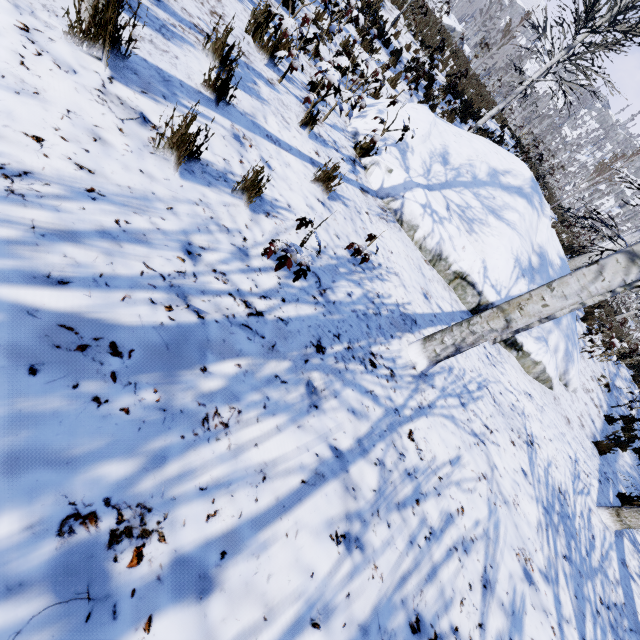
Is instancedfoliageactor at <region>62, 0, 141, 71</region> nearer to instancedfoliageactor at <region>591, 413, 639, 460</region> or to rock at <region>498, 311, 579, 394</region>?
rock at <region>498, 311, 579, 394</region>

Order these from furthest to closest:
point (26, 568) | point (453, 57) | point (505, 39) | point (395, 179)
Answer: point (453, 57) → point (505, 39) → point (395, 179) → point (26, 568)

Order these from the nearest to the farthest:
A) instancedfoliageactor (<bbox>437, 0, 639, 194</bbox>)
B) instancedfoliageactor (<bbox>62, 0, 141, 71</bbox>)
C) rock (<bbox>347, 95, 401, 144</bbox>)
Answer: instancedfoliageactor (<bbox>62, 0, 141, 71</bbox>), rock (<bbox>347, 95, 401, 144</bbox>), instancedfoliageactor (<bbox>437, 0, 639, 194</bbox>)

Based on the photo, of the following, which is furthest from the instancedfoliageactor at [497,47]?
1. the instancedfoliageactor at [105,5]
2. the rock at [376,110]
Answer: the instancedfoliageactor at [105,5]

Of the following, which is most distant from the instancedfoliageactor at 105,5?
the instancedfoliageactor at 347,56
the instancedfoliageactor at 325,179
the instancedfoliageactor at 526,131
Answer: the instancedfoliageactor at 526,131

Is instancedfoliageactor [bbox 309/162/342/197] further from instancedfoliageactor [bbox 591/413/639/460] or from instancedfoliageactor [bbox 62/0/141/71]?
instancedfoliageactor [bbox 591/413/639/460]

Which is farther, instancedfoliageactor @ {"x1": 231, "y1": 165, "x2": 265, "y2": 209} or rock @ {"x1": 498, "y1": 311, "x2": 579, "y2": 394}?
rock @ {"x1": 498, "y1": 311, "x2": 579, "y2": 394}

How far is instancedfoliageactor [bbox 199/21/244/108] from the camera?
2.68m
